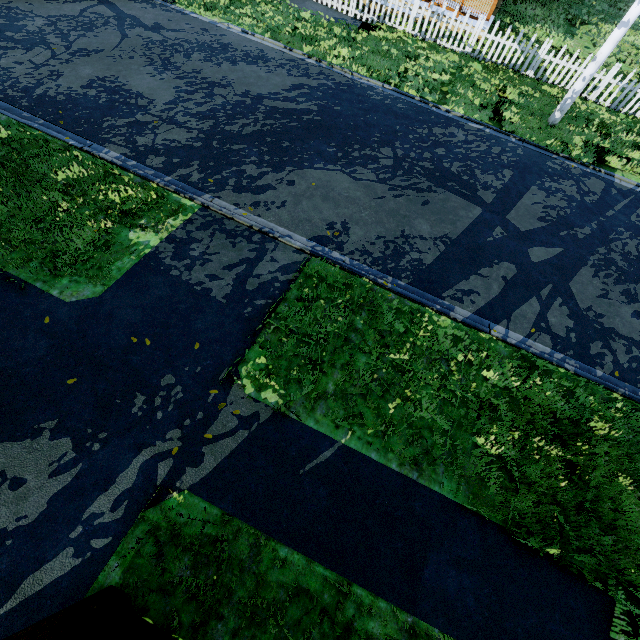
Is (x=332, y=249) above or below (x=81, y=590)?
below

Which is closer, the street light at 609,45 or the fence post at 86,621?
the fence post at 86,621

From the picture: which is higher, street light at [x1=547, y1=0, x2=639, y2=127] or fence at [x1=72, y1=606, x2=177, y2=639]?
street light at [x1=547, y1=0, x2=639, y2=127]

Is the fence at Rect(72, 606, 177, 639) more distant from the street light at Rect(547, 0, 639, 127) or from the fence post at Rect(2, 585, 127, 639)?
the street light at Rect(547, 0, 639, 127)

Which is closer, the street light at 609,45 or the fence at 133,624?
the fence at 133,624

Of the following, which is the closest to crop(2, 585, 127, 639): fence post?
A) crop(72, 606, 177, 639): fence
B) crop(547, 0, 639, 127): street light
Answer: crop(72, 606, 177, 639): fence
